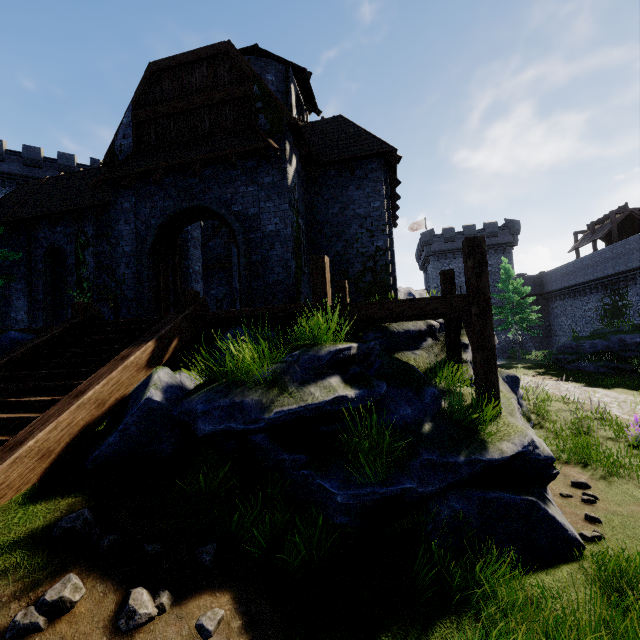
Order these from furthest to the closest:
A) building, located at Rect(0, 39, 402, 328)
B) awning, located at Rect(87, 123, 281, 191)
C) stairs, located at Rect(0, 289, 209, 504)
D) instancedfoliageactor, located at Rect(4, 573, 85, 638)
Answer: building, located at Rect(0, 39, 402, 328), awning, located at Rect(87, 123, 281, 191), stairs, located at Rect(0, 289, 209, 504), instancedfoliageactor, located at Rect(4, 573, 85, 638)

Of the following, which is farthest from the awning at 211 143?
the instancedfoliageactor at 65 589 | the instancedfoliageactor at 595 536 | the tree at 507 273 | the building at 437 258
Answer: the building at 437 258

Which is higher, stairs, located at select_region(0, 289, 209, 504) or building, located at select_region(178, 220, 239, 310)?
building, located at select_region(178, 220, 239, 310)

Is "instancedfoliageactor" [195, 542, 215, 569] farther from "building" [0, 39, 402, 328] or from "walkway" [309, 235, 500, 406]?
"building" [0, 39, 402, 328]

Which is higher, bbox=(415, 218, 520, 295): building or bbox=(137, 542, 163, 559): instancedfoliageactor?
bbox=(415, 218, 520, 295): building

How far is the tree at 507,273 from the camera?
31.70m

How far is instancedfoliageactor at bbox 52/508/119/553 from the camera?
3.19m

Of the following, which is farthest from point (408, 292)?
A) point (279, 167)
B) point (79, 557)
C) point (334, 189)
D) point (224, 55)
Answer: point (79, 557)
